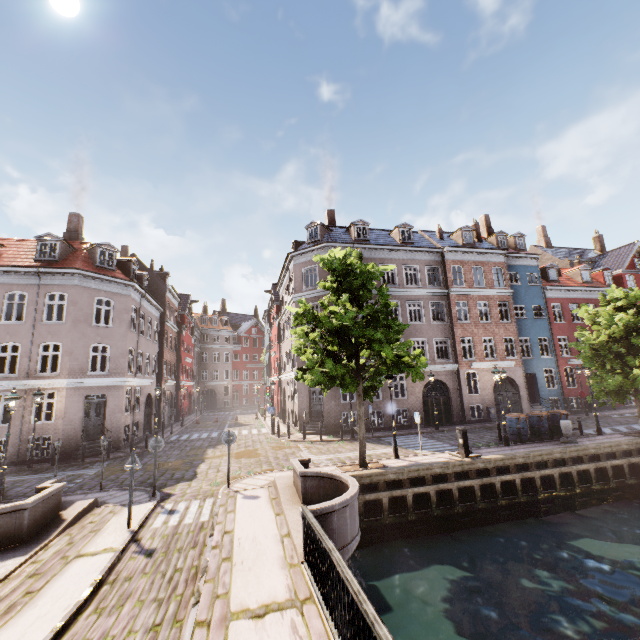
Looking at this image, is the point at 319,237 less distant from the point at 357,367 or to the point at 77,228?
the point at 357,367

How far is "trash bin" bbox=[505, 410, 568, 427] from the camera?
17.1m

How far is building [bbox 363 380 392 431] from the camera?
22.7 meters

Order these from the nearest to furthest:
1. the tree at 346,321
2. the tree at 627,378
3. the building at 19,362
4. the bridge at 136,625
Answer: the bridge at 136,625
the tree at 346,321
the tree at 627,378
the building at 19,362

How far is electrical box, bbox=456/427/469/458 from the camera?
13.76m

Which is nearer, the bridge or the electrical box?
the bridge

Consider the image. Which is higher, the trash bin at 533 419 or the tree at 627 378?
the tree at 627 378

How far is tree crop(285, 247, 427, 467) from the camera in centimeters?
1217cm
